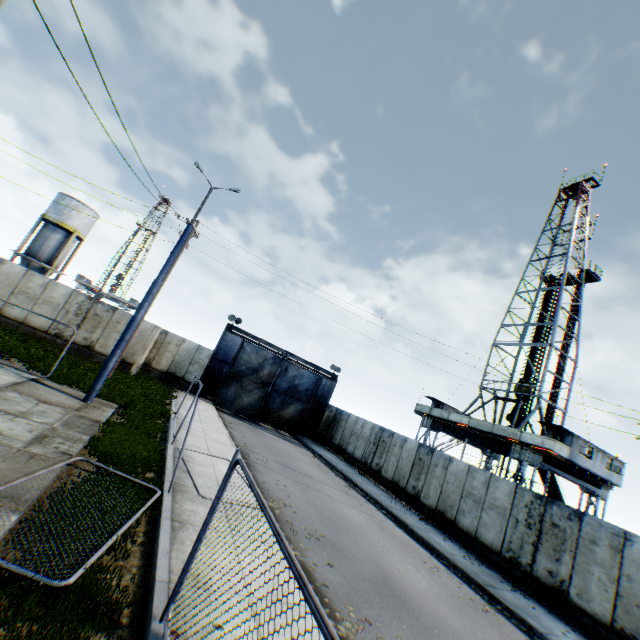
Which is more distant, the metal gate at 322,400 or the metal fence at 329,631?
the metal gate at 322,400

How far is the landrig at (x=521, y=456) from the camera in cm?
2245

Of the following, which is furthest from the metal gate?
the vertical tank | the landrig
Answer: the vertical tank

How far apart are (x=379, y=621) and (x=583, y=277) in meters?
38.0

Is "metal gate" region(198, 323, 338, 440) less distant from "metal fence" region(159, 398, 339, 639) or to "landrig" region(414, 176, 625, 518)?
"landrig" region(414, 176, 625, 518)

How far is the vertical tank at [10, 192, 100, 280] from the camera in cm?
3272

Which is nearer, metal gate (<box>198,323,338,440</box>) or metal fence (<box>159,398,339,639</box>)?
metal fence (<box>159,398,339,639</box>)
